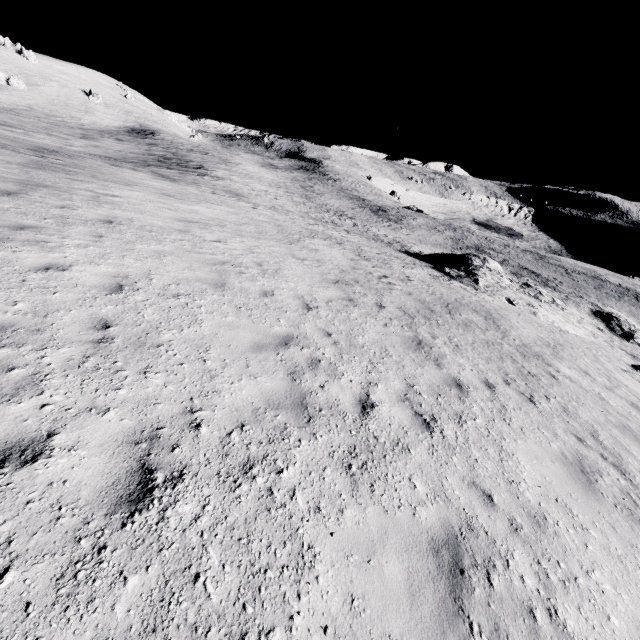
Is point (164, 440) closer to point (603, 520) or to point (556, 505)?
point (556, 505)
